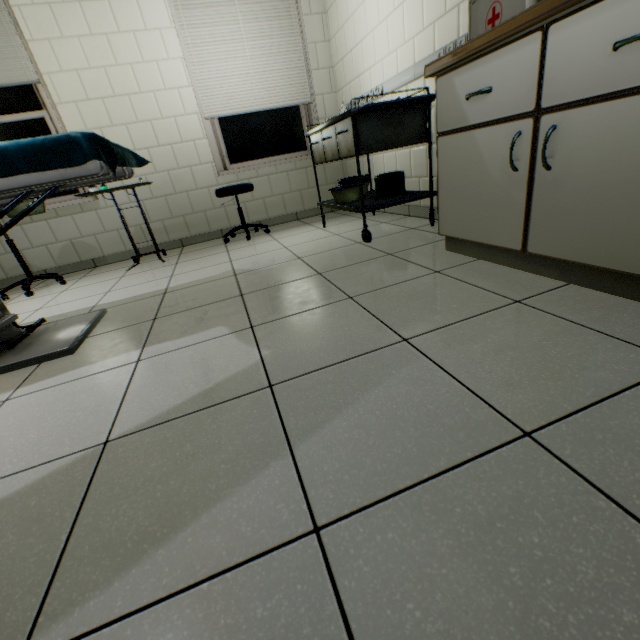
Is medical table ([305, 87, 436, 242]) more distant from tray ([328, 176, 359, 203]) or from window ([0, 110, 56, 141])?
window ([0, 110, 56, 141])

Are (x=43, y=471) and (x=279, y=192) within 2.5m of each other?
no

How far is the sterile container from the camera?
2.6 meters

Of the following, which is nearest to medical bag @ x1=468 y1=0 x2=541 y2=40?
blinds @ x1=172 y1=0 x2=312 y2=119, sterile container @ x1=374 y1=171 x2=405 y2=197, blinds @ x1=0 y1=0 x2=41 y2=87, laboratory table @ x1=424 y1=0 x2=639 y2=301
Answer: laboratory table @ x1=424 y1=0 x2=639 y2=301

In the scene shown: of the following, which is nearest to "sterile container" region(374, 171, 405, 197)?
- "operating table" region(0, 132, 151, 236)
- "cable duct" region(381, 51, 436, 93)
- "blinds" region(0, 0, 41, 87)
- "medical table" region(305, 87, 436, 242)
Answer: "medical table" region(305, 87, 436, 242)

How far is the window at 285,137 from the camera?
3.8m

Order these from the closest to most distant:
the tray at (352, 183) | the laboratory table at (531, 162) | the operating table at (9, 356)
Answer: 1. the laboratory table at (531, 162)
2. the operating table at (9, 356)
3. the tray at (352, 183)

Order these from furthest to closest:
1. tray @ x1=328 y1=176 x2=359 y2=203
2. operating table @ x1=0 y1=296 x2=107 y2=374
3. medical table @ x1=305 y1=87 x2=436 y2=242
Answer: tray @ x1=328 y1=176 x2=359 y2=203 → medical table @ x1=305 y1=87 x2=436 y2=242 → operating table @ x1=0 y1=296 x2=107 y2=374
